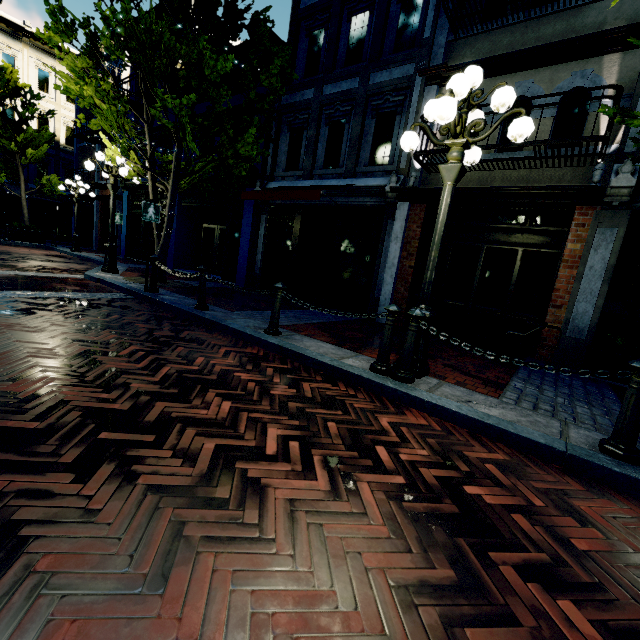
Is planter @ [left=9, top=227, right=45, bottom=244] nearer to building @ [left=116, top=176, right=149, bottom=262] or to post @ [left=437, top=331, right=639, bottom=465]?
building @ [left=116, top=176, right=149, bottom=262]

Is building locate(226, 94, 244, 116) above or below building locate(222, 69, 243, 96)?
below

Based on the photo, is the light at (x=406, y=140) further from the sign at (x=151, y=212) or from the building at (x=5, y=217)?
the sign at (x=151, y=212)

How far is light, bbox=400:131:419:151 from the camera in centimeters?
406cm

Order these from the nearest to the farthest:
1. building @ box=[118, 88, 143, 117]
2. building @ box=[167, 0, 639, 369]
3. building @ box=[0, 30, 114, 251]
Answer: building @ box=[167, 0, 639, 369], building @ box=[118, 88, 143, 117], building @ box=[0, 30, 114, 251]

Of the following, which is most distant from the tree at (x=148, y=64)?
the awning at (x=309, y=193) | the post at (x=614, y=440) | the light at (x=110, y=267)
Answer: the post at (x=614, y=440)

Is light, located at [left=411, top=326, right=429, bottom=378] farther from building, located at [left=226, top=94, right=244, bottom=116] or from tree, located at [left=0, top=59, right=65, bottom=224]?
building, located at [left=226, top=94, right=244, bottom=116]

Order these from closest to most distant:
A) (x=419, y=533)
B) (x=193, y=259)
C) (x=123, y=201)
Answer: (x=419, y=533) < (x=193, y=259) < (x=123, y=201)
